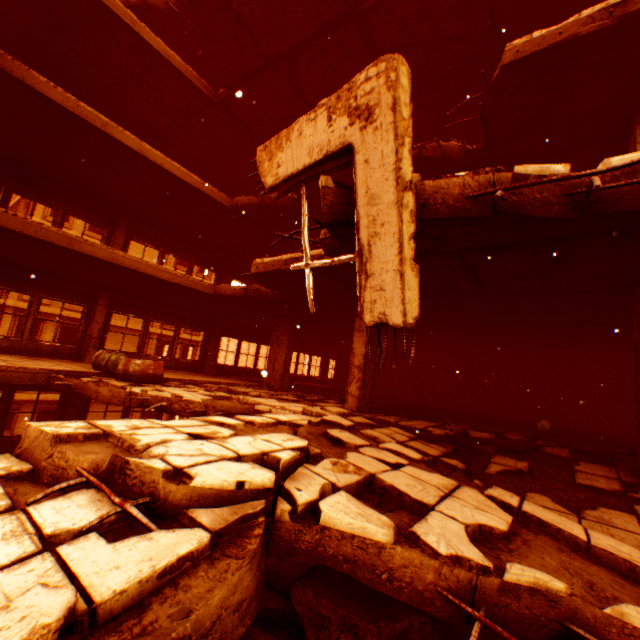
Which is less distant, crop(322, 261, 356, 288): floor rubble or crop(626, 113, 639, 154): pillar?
crop(626, 113, 639, 154): pillar

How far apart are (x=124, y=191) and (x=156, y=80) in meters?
3.5 m

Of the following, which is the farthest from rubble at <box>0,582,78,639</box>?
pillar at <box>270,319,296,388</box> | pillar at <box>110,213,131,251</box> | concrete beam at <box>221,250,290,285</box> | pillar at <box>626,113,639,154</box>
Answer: pillar at <box>110,213,131,251</box>

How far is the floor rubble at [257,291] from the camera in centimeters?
947cm

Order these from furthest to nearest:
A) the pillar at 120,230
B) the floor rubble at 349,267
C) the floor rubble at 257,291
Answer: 1. the pillar at 120,230
2. the floor rubble at 257,291
3. the floor rubble at 349,267

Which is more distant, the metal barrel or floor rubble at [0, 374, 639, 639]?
the metal barrel

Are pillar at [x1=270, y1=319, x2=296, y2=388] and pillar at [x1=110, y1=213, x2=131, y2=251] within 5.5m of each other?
no

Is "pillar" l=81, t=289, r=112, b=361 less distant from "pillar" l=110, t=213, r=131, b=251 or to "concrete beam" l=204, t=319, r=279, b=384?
"pillar" l=110, t=213, r=131, b=251
